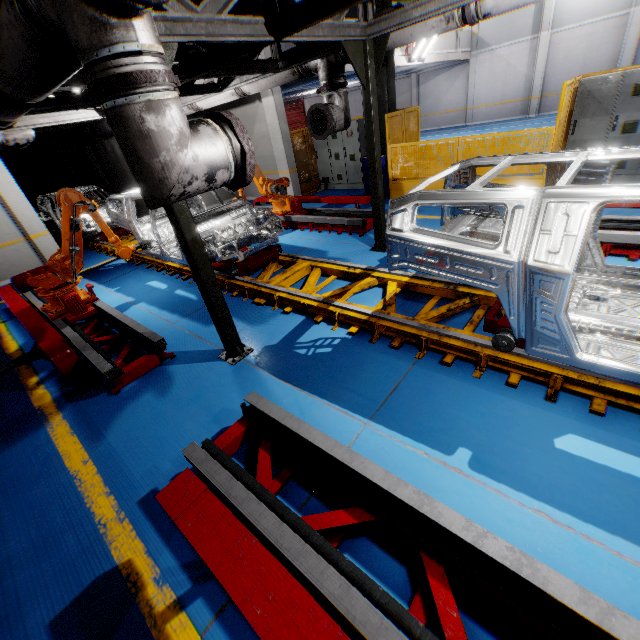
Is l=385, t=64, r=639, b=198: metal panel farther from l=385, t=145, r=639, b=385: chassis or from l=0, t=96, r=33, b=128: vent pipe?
l=385, t=145, r=639, b=385: chassis

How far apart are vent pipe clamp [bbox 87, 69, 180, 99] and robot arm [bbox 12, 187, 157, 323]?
4.1 meters

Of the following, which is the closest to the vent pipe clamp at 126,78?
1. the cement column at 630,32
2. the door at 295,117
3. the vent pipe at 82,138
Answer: the vent pipe at 82,138

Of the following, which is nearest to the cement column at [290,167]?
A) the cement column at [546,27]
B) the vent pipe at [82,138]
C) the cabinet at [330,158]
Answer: the cabinet at [330,158]

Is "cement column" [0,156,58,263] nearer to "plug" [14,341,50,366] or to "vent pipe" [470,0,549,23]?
"vent pipe" [470,0,549,23]

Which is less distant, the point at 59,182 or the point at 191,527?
the point at 191,527

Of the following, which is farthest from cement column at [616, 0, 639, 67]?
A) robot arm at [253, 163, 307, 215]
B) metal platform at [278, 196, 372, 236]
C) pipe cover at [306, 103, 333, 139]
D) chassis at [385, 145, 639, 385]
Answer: chassis at [385, 145, 639, 385]

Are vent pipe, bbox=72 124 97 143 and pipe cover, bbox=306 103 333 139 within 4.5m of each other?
no
